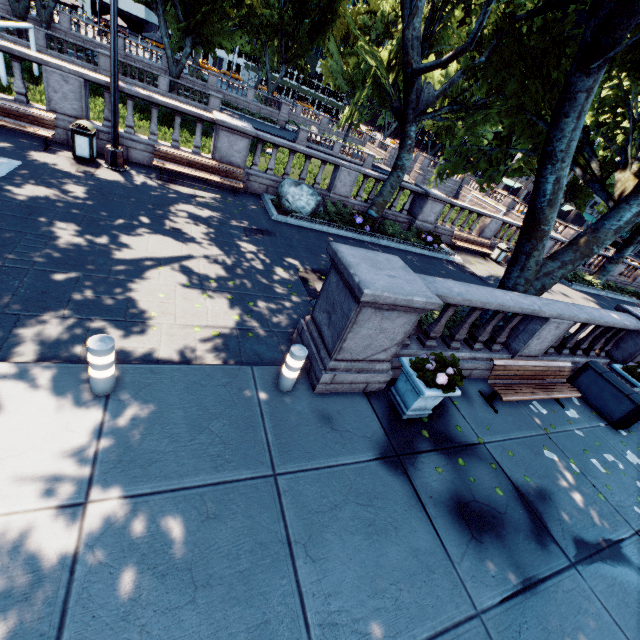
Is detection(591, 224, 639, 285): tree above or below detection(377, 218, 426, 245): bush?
above

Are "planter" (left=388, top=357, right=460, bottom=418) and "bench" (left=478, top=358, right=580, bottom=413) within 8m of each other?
yes

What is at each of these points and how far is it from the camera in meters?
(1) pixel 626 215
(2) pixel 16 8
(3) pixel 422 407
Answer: (1) tree, 7.3 m
(2) tree, 28.0 m
(3) planter, 5.6 m

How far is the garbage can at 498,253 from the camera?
18.2 meters

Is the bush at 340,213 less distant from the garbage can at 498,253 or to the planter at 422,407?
the planter at 422,407

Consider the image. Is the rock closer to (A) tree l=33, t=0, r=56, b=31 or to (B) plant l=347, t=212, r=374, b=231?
(B) plant l=347, t=212, r=374, b=231

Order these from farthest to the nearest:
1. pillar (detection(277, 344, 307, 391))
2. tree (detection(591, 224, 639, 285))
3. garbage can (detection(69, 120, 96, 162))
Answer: tree (detection(591, 224, 639, 285)) < garbage can (detection(69, 120, 96, 162)) < pillar (detection(277, 344, 307, 391))

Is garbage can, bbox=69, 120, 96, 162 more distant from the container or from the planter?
the container
